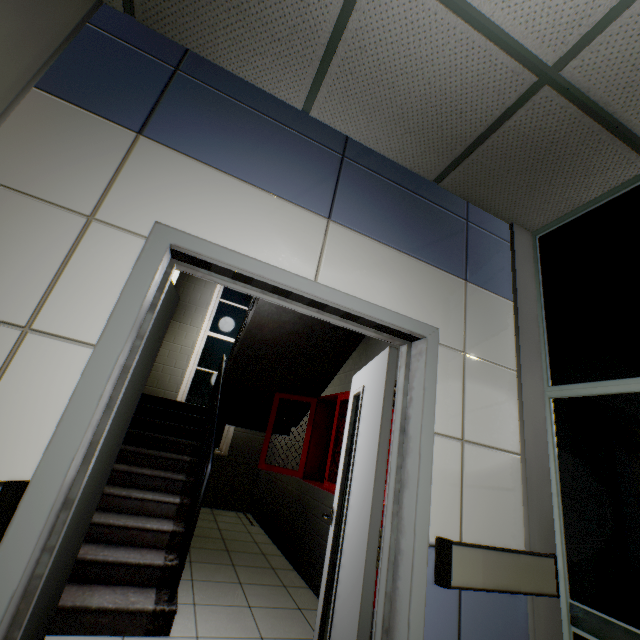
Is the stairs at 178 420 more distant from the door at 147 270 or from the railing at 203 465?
the door at 147 270

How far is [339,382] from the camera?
4.6m

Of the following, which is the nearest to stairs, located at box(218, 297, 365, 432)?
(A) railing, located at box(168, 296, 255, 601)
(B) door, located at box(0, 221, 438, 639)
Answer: (A) railing, located at box(168, 296, 255, 601)

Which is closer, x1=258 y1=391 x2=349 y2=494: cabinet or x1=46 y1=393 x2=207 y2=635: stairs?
x1=46 y1=393 x2=207 y2=635: stairs

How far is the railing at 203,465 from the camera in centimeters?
253cm

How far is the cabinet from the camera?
3.5m

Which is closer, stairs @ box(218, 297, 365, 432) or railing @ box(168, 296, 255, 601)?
railing @ box(168, 296, 255, 601)

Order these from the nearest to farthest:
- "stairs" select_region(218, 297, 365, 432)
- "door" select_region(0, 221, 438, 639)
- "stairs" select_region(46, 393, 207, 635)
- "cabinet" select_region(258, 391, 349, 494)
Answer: "door" select_region(0, 221, 438, 639) < "stairs" select_region(46, 393, 207, 635) < "cabinet" select_region(258, 391, 349, 494) < "stairs" select_region(218, 297, 365, 432)
